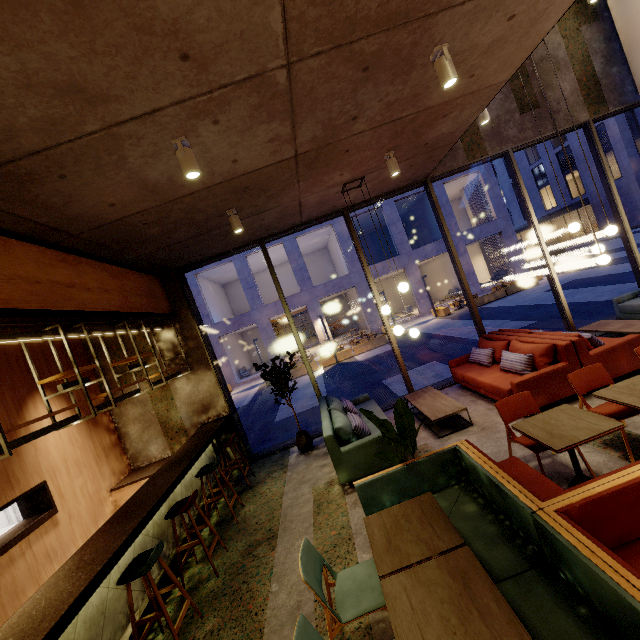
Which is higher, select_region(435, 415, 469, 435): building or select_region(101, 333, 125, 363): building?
select_region(101, 333, 125, 363): building

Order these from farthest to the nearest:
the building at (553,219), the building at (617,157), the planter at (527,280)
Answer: the building at (553,219) < the building at (617,157) < the planter at (527,280)

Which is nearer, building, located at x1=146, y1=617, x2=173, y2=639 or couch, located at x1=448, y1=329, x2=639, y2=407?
building, located at x1=146, y1=617, x2=173, y2=639

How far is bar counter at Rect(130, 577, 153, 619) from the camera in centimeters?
350cm

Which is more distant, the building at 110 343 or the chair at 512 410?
the building at 110 343

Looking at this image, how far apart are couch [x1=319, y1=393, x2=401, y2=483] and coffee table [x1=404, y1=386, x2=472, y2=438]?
0.59m

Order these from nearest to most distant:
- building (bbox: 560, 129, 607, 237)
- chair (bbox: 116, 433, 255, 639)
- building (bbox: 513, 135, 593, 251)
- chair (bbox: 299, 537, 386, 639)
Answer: chair (bbox: 299, 537, 386, 639) → chair (bbox: 116, 433, 255, 639) → building (bbox: 560, 129, 607, 237) → building (bbox: 513, 135, 593, 251)

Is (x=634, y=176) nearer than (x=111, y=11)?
No
